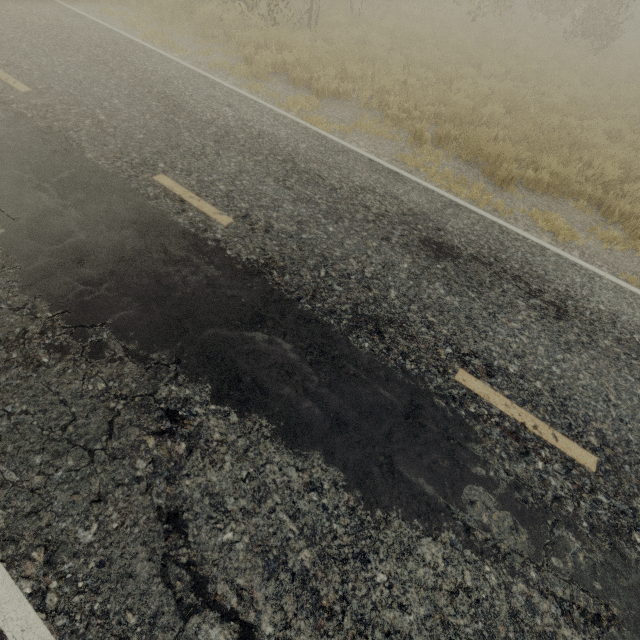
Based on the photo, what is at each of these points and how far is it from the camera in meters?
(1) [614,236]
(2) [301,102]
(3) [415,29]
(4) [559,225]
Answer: (1) tree, 6.0 m
(2) tree, 7.6 m
(3) tree, 13.1 m
(4) tree, 5.9 m

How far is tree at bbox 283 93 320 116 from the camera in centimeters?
738cm

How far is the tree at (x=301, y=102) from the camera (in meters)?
7.38

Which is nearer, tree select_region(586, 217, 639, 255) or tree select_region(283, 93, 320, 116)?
tree select_region(586, 217, 639, 255)
